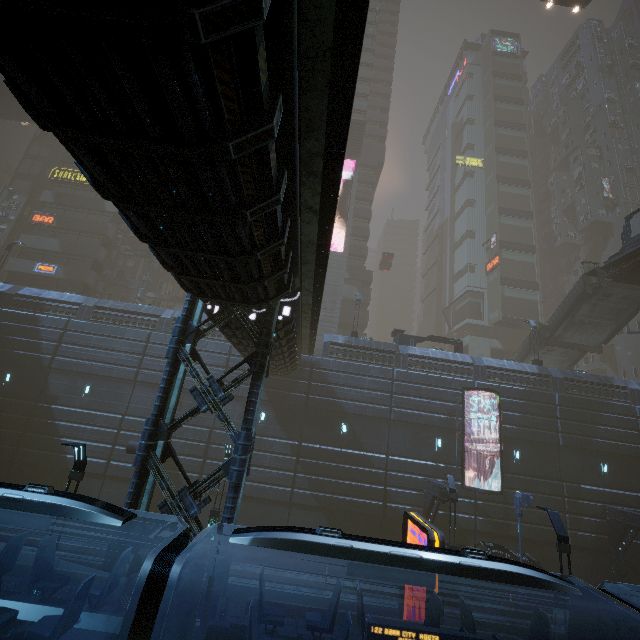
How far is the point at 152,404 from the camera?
22.0 meters

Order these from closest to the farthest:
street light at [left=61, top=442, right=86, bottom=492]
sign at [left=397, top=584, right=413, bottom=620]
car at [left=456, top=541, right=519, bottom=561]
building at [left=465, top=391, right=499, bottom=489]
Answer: street light at [left=61, top=442, right=86, bottom=492], sign at [left=397, top=584, right=413, bottom=620], car at [left=456, top=541, right=519, bottom=561], building at [left=465, top=391, right=499, bottom=489]

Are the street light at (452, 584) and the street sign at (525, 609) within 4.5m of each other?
yes

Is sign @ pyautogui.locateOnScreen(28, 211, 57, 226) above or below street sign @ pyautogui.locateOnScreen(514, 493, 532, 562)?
above

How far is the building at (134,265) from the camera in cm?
3812

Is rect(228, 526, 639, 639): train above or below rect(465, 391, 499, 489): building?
below

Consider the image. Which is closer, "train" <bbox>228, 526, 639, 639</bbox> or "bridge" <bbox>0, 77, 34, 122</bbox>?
"train" <bbox>228, 526, 639, 639</bbox>

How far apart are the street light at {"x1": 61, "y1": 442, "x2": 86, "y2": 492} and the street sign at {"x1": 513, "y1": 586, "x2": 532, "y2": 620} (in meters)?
19.04
